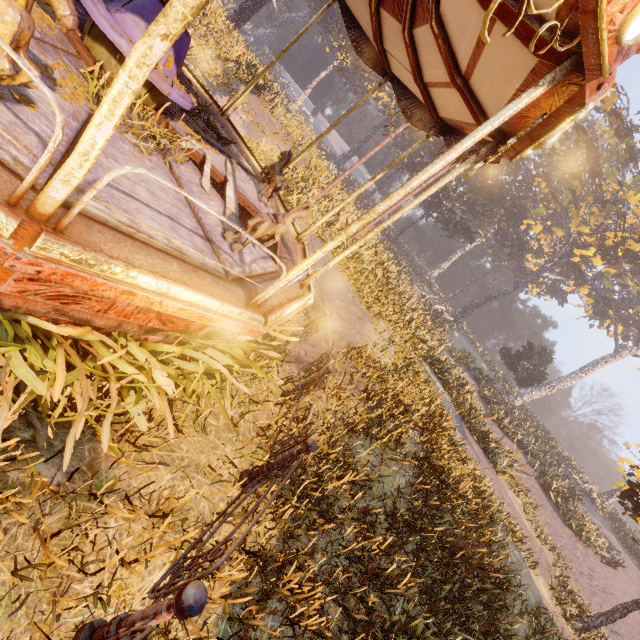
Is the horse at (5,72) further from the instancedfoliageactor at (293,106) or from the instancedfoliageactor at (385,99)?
the instancedfoliageactor at (385,99)

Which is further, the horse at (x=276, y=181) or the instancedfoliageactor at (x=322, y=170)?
the instancedfoliageactor at (x=322, y=170)

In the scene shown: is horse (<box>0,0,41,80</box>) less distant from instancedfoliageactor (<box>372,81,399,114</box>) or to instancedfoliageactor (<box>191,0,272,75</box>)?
instancedfoliageactor (<box>191,0,272,75</box>)

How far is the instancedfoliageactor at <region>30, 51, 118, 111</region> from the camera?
2.9m

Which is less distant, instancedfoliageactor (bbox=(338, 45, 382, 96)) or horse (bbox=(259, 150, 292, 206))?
horse (bbox=(259, 150, 292, 206))

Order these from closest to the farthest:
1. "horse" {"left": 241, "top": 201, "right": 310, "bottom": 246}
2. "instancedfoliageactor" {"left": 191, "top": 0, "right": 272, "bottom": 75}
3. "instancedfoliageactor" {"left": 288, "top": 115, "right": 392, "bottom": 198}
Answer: "horse" {"left": 241, "top": 201, "right": 310, "bottom": 246}, "instancedfoliageactor" {"left": 288, "top": 115, "right": 392, "bottom": 198}, "instancedfoliageactor" {"left": 191, "top": 0, "right": 272, "bottom": 75}

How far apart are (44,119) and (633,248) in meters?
37.8 m

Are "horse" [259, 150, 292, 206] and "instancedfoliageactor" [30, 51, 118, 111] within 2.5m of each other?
no
